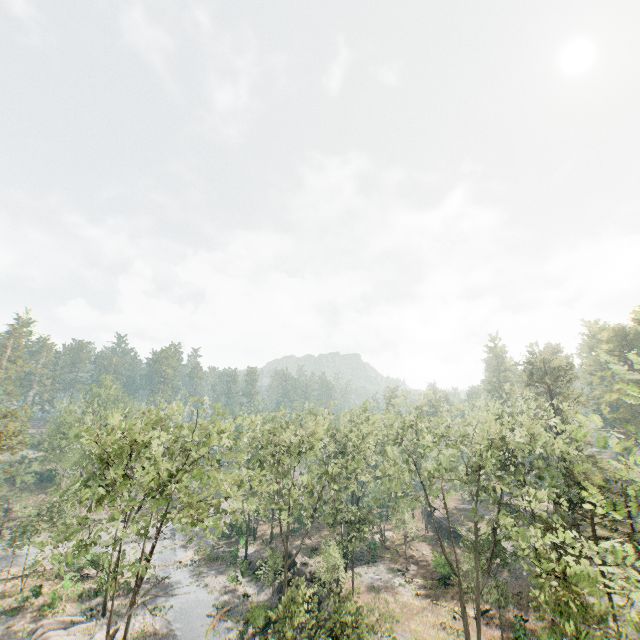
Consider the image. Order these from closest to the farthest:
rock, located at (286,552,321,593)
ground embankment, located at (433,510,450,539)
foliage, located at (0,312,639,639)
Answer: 1. foliage, located at (0,312,639,639)
2. rock, located at (286,552,321,593)
3. ground embankment, located at (433,510,450,539)

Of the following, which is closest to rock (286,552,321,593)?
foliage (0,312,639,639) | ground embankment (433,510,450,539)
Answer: foliage (0,312,639,639)

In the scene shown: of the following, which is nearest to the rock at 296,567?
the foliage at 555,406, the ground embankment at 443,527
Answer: the foliage at 555,406

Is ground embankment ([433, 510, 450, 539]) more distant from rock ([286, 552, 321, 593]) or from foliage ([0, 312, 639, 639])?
rock ([286, 552, 321, 593])

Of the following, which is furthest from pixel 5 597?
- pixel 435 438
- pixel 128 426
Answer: pixel 435 438

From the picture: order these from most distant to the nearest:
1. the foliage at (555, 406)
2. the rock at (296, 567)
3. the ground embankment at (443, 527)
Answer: the ground embankment at (443, 527) < the rock at (296, 567) < the foliage at (555, 406)
